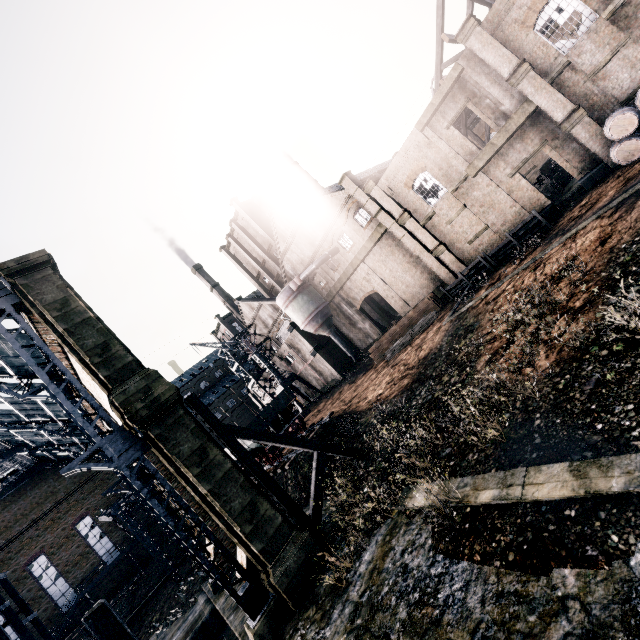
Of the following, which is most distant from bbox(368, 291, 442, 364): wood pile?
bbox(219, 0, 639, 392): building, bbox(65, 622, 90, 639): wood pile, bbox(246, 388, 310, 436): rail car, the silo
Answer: bbox(65, 622, 90, 639): wood pile

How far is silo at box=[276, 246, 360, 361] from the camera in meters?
37.6 m

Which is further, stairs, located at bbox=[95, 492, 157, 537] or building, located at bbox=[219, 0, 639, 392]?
stairs, located at bbox=[95, 492, 157, 537]

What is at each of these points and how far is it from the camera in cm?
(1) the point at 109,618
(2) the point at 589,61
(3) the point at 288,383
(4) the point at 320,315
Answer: (1) wooden scaffolding, 945
(2) building, 1884
(3) crane, 4575
(4) silo, 4009

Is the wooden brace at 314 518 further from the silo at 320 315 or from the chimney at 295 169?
the chimney at 295 169

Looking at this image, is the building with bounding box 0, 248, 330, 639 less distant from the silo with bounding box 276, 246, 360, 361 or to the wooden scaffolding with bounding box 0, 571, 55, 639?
the silo with bounding box 276, 246, 360, 361

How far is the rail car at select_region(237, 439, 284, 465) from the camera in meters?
24.0

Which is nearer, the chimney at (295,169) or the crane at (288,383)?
the crane at (288,383)
